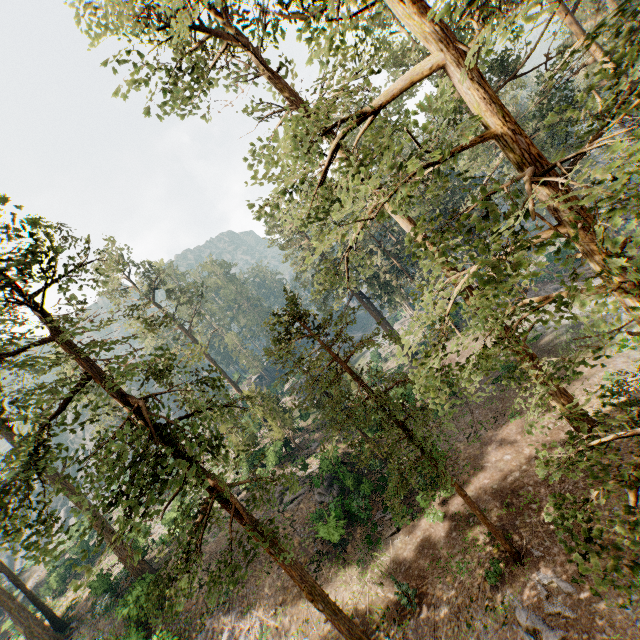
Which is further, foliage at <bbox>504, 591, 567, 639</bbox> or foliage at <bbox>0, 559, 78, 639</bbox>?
foliage at <bbox>0, 559, 78, 639</bbox>

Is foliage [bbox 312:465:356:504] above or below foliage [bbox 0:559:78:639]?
below

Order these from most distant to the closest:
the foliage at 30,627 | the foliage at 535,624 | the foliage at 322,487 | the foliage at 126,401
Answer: the foliage at 30,627, the foliage at 322,487, the foliage at 535,624, the foliage at 126,401

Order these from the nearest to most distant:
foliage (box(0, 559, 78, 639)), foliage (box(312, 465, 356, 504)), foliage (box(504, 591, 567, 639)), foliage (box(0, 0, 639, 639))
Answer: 1. foliage (box(0, 0, 639, 639))
2. foliage (box(504, 591, 567, 639))
3. foliage (box(312, 465, 356, 504))
4. foliage (box(0, 559, 78, 639))

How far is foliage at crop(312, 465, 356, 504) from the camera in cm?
2587

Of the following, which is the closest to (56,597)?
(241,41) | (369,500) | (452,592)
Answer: (369,500)

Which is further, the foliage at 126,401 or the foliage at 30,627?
the foliage at 30,627
